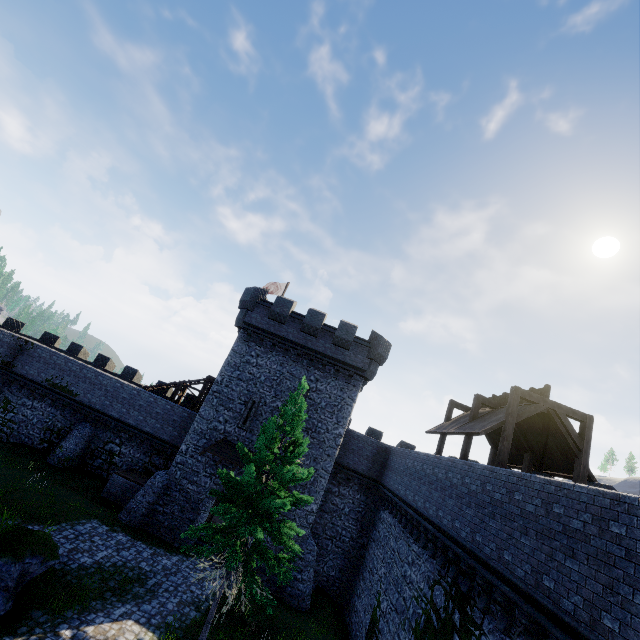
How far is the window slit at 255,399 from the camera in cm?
2172

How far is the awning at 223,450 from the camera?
20.42m

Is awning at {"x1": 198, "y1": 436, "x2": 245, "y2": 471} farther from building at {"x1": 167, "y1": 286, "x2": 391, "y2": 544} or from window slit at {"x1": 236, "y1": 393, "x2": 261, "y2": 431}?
window slit at {"x1": 236, "y1": 393, "x2": 261, "y2": 431}

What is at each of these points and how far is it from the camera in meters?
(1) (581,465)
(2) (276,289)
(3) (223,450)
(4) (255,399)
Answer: (1) wooden support, 11.7 m
(2) flag, 31.7 m
(3) awning, 20.9 m
(4) window slit, 22.3 m

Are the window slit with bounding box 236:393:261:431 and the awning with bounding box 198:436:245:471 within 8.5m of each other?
yes

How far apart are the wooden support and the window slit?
14.9m

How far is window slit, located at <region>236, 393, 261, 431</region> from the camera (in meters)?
21.72

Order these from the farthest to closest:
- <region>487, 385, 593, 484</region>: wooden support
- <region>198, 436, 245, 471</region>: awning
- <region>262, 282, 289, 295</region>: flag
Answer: <region>262, 282, 289, 295</region>: flag, <region>198, 436, 245, 471</region>: awning, <region>487, 385, 593, 484</region>: wooden support
